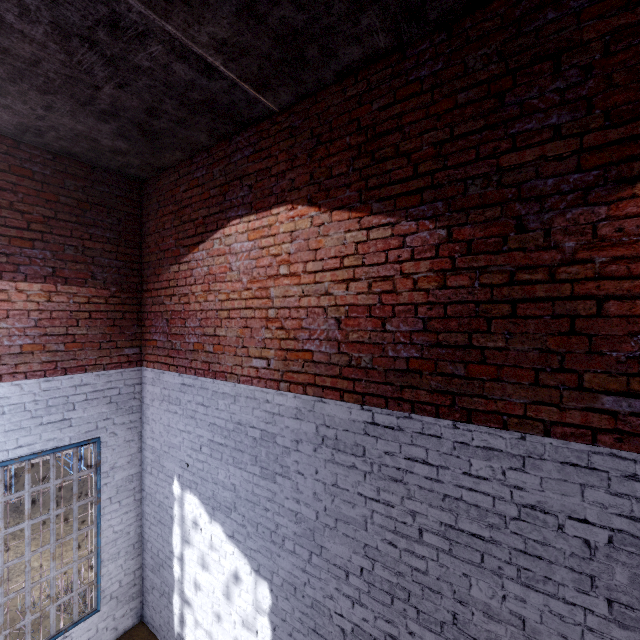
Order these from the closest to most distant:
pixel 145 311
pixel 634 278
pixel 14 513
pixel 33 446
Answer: pixel 634 278 < pixel 33 446 < pixel 145 311 < pixel 14 513
